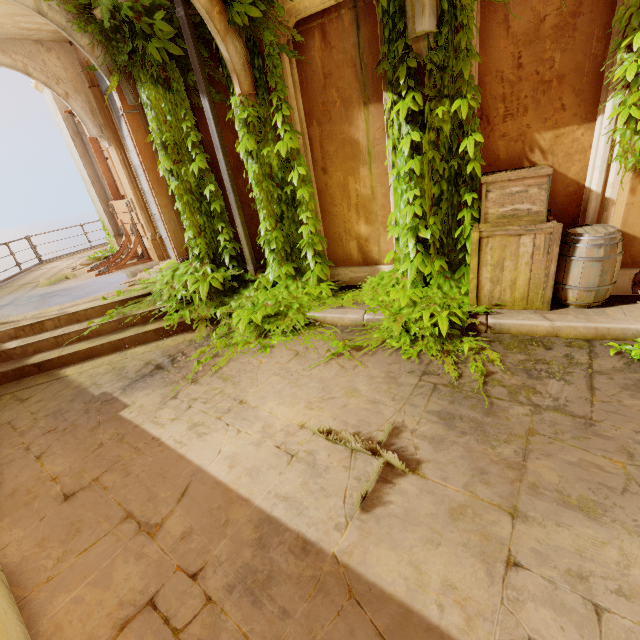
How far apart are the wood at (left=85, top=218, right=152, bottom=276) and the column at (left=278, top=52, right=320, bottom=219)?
5.5 meters

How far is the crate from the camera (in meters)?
3.44

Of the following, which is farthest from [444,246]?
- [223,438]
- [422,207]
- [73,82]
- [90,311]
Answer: [73,82]

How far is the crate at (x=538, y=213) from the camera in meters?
3.4 m

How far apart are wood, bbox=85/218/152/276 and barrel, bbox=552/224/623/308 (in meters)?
8.84

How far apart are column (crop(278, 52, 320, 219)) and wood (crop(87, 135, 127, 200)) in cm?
562

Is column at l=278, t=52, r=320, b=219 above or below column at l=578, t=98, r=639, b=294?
above

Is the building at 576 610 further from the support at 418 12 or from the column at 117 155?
the support at 418 12
